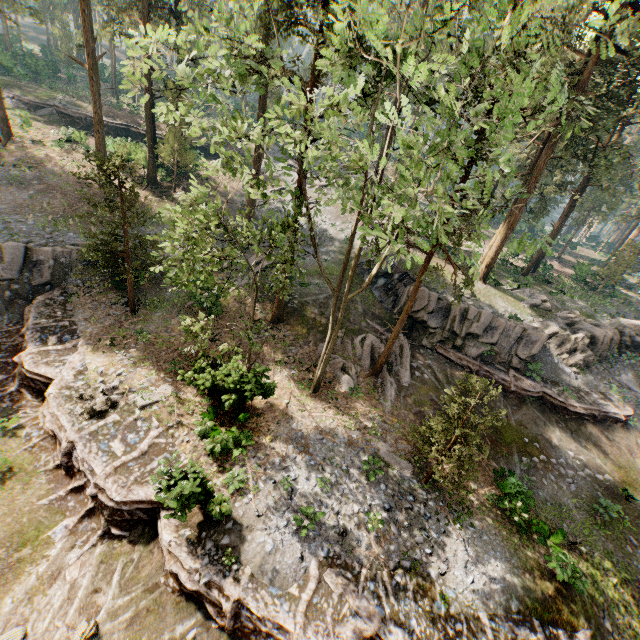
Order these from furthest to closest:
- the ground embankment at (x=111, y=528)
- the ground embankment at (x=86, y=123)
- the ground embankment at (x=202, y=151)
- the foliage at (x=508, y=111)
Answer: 1. the ground embankment at (x=86, y=123)
2. the ground embankment at (x=202, y=151)
3. the ground embankment at (x=111, y=528)
4. the foliage at (x=508, y=111)

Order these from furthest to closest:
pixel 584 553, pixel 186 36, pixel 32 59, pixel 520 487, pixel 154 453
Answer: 1. pixel 32 59
2. pixel 186 36
3. pixel 520 487
4. pixel 584 553
5. pixel 154 453

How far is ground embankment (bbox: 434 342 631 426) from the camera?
21.4m

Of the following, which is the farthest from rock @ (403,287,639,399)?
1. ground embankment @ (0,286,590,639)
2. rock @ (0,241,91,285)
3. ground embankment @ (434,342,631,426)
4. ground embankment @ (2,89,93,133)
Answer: ground embankment @ (2,89,93,133)

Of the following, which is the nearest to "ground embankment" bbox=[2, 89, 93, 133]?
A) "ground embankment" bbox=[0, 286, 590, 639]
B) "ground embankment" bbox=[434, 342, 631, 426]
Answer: "ground embankment" bbox=[0, 286, 590, 639]

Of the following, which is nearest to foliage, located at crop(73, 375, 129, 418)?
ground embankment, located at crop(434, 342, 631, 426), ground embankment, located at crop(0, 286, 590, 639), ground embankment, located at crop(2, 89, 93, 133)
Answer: ground embankment, located at crop(0, 286, 590, 639)

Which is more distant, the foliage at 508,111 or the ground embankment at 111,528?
the ground embankment at 111,528

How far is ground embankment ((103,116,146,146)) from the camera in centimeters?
3876cm
